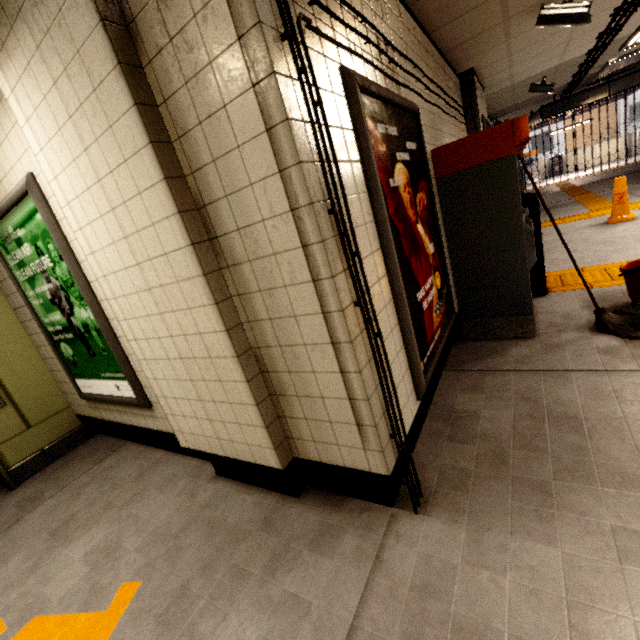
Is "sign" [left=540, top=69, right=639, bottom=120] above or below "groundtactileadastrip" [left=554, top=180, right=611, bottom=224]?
above

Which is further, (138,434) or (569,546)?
(138,434)

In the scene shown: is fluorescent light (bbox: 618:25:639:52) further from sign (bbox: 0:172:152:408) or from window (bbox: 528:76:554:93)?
sign (bbox: 0:172:152:408)

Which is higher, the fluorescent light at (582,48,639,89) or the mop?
the fluorescent light at (582,48,639,89)

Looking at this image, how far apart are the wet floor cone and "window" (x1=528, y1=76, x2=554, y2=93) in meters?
2.3 m

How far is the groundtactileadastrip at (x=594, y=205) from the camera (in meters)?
7.06

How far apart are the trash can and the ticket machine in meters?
0.2 m

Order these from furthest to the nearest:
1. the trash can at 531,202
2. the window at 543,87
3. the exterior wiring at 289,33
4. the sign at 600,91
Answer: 1. the sign at 600,91
2. the window at 543,87
3. the trash can at 531,202
4. the exterior wiring at 289,33
